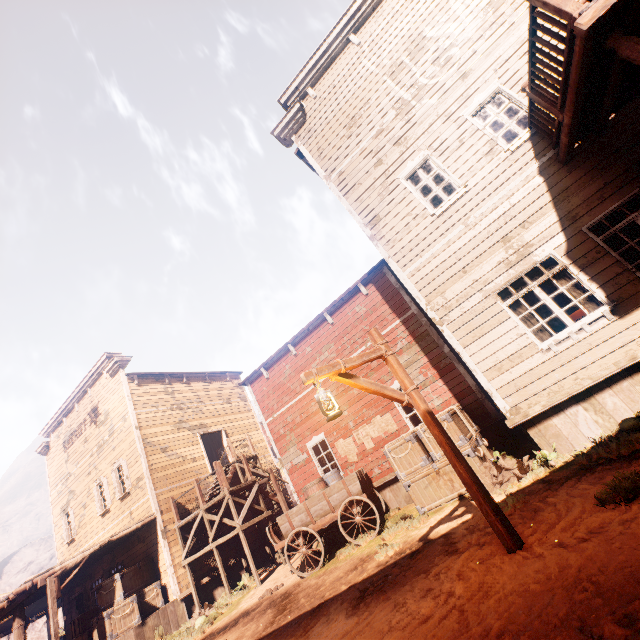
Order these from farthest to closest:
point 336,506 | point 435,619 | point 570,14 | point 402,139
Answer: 1. point 336,506
2. point 402,139
3. point 570,14
4. point 435,619

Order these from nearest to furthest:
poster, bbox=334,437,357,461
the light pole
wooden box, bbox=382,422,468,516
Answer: the light pole, wooden box, bbox=382,422,468,516, poster, bbox=334,437,357,461

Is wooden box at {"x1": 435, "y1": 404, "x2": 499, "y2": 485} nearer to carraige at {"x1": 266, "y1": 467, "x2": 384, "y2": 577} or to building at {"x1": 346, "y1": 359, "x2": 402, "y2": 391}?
building at {"x1": 346, "y1": 359, "x2": 402, "y2": 391}

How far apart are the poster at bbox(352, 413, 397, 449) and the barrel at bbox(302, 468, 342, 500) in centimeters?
121cm

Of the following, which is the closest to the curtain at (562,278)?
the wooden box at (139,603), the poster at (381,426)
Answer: the poster at (381,426)

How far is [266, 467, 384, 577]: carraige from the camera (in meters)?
8.80

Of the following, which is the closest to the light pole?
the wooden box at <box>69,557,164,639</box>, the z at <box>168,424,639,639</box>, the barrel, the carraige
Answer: the z at <box>168,424,639,639</box>

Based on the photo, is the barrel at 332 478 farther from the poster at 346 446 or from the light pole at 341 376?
the light pole at 341 376
